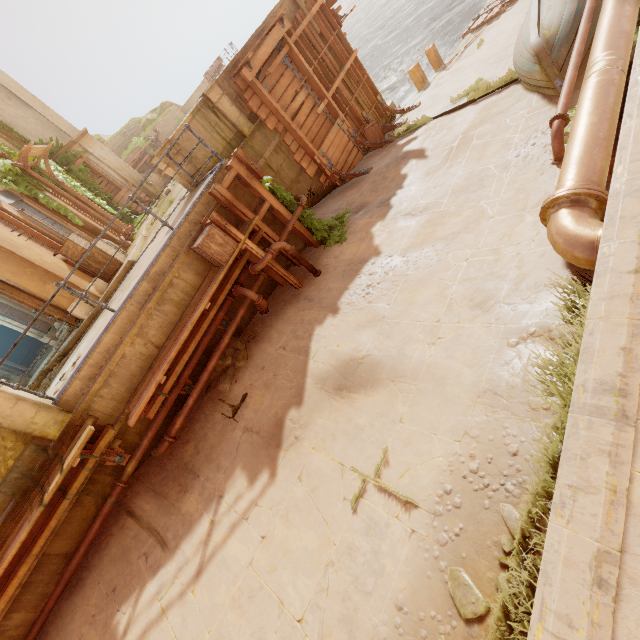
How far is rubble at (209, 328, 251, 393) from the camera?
6.81m

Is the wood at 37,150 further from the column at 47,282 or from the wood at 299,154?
the wood at 299,154

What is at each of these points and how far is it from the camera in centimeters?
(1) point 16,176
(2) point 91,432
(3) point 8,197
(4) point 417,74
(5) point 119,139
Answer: (1) plant, 1134cm
(2) trim, 521cm
(3) shutter, 1077cm
(4) beam, 1385cm
(5) building, 2534cm

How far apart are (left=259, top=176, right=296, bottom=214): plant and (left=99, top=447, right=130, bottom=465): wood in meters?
6.2

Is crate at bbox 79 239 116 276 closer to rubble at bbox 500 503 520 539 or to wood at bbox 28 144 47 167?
wood at bbox 28 144 47 167

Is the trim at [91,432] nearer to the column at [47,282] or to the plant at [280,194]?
the plant at [280,194]

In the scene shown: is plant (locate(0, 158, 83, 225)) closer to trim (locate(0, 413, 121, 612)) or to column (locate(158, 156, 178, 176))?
column (locate(158, 156, 178, 176))

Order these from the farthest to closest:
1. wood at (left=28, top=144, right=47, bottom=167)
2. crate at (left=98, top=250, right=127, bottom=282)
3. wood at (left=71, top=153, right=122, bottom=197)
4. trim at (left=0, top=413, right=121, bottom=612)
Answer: wood at (left=71, top=153, right=122, bottom=197)
wood at (left=28, top=144, right=47, bottom=167)
crate at (left=98, top=250, right=127, bottom=282)
trim at (left=0, top=413, right=121, bottom=612)
